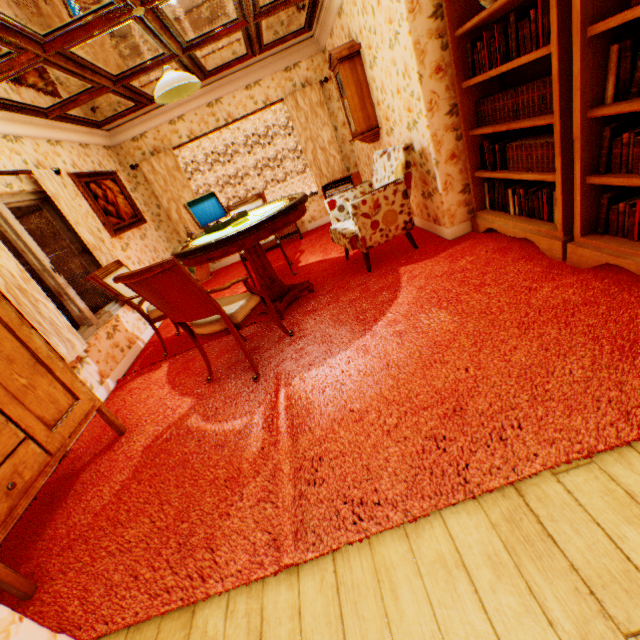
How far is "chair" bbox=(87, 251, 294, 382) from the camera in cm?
225

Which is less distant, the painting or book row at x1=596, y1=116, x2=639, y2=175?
book row at x1=596, y1=116, x2=639, y2=175

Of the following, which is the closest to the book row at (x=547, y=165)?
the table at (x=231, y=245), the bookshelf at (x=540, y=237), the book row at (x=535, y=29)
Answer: the bookshelf at (x=540, y=237)

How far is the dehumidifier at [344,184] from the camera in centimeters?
→ 539cm

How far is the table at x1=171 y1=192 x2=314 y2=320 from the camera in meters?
2.9

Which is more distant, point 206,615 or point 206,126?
point 206,126

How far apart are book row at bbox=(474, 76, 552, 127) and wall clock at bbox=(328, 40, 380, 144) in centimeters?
176cm

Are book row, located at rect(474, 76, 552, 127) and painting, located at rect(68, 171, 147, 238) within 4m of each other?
no
